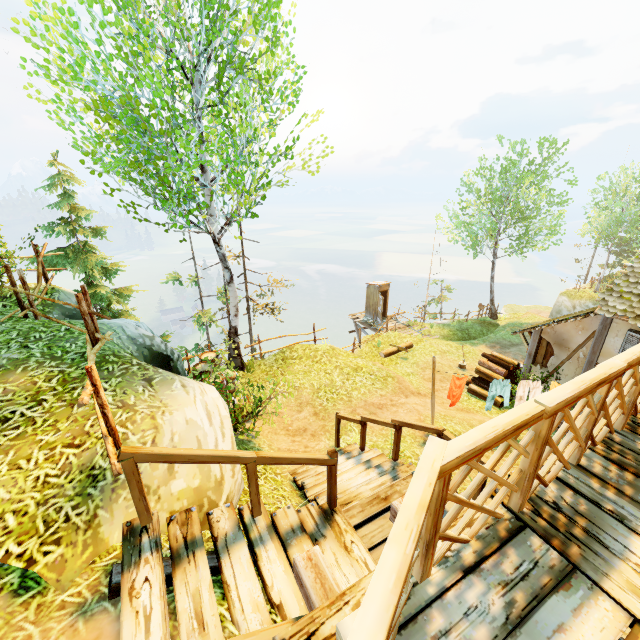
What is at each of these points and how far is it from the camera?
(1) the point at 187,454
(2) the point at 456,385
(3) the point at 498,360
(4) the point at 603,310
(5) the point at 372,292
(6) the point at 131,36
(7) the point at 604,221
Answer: (1) rail, 3.0m
(2) linen, 9.2m
(3) log, 12.8m
(4) building, 8.7m
(5) outhouse, 23.1m
(6) tree, 7.6m
(7) tree, 26.0m

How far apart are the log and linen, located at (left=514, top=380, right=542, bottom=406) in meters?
2.9

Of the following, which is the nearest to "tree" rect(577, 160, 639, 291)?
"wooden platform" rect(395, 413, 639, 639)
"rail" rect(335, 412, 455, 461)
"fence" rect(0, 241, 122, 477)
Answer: "fence" rect(0, 241, 122, 477)

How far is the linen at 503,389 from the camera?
9.1 meters

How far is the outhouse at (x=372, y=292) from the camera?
22.6m

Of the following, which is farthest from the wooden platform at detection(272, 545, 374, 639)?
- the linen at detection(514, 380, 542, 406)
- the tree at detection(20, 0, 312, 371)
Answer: the tree at detection(20, 0, 312, 371)

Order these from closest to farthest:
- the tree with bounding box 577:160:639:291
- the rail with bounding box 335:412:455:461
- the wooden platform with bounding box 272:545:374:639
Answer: the wooden platform with bounding box 272:545:374:639
the rail with bounding box 335:412:455:461
the tree with bounding box 577:160:639:291

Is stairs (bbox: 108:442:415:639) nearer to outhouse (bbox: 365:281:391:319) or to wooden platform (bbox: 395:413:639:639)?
wooden platform (bbox: 395:413:639:639)
